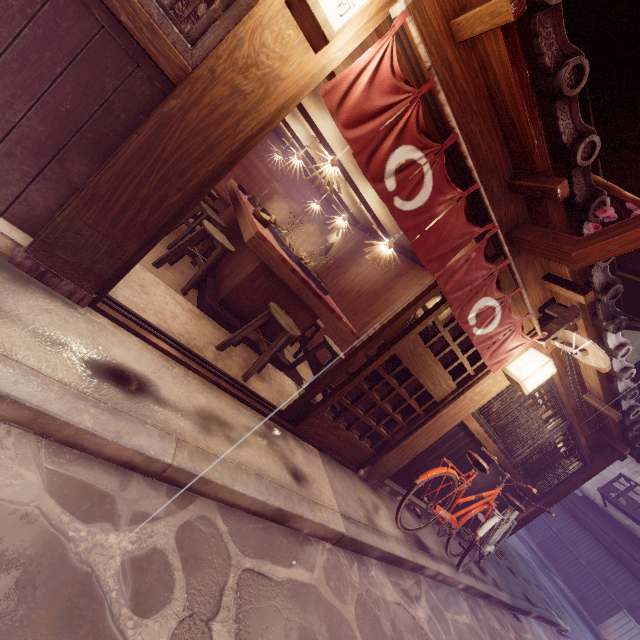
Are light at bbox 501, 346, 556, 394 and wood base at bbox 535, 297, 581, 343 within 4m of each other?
yes

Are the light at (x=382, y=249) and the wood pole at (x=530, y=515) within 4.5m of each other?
no

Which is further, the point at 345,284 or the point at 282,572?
the point at 345,284

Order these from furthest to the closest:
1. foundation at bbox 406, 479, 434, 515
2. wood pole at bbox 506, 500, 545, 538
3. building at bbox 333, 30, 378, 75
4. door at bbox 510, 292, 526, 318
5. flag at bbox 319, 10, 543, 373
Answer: wood pole at bbox 506, 500, 545, 538 < foundation at bbox 406, 479, 434, 515 < door at bbox 510, 292, 526, 318 < building at bbox 333, 30, 378, 75 < flag at bbox 319, 10, 543, 373

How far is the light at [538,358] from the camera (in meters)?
6.57

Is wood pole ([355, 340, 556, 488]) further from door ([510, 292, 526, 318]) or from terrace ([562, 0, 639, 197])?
terrace ([562, 0, 639, 197])

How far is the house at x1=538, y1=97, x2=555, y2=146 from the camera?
4.4m

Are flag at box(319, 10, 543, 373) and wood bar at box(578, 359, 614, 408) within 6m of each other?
yes
